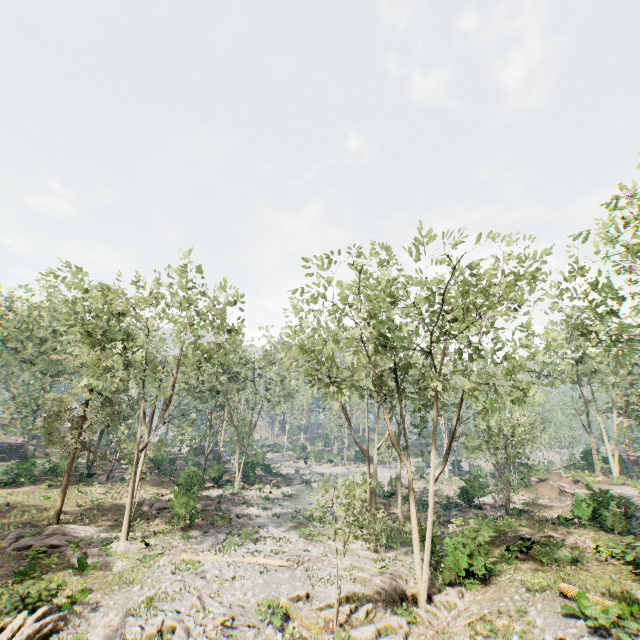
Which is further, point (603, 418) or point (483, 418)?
point (603, 418)

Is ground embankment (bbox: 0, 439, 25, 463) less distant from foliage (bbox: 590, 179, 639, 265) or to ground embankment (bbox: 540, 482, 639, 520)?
foliage (bbox: 590, 179, 639, 265)

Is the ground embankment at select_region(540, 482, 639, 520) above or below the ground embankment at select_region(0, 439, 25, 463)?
above

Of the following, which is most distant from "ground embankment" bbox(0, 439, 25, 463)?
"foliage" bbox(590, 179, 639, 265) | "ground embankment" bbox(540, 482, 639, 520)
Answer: "ground embankment" bbox(540, 482, 639, 520)

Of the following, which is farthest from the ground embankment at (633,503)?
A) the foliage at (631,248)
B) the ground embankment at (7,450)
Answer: the ground embankment at (7,450)

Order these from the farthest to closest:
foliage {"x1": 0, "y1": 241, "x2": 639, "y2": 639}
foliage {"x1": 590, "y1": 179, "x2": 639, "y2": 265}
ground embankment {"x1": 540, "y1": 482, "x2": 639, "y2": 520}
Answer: ground embankment {"x1": 540, "y1": 482, "x2": 639, "y2": 520}, foliage {"x1": 0, "y1": 241, "x2": 639, "y2": 639}, foliage {"x1": 590, "y1": 179, "x2": 639, "y2": 265}

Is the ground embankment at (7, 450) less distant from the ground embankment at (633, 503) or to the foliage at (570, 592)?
the foliage at (570, 592)
